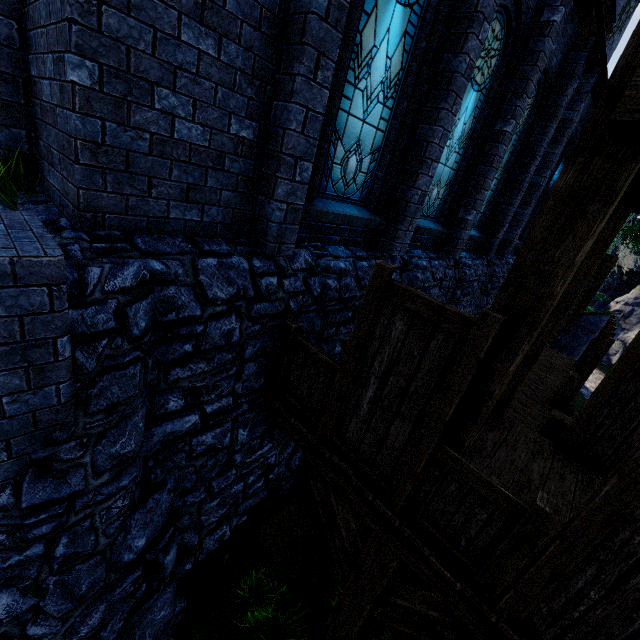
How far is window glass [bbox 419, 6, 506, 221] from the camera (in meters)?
5.95

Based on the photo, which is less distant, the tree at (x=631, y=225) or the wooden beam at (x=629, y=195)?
the wooden beam at (x=629, y=195)

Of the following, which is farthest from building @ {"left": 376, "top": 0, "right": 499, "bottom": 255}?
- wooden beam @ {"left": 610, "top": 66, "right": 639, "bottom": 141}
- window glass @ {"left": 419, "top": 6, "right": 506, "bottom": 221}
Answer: wooden beam @ {"left": 610, "top": 66, "right": 639, "bottom": 141}

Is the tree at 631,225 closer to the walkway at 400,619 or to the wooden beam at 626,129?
the wooden beam at 626,129

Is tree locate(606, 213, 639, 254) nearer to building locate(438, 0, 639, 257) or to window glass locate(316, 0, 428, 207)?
building locate(438, 0, 639, 257)

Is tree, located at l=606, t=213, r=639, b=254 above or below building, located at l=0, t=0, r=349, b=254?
above

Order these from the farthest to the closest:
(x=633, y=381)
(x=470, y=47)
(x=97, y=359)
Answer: (x=470, y=47) < (x=633, y=381) < (x=97, y=359)

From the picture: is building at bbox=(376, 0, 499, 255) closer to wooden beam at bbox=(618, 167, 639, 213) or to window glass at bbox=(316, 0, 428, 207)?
window glass at bbox=(316, 0, 428, 207)
